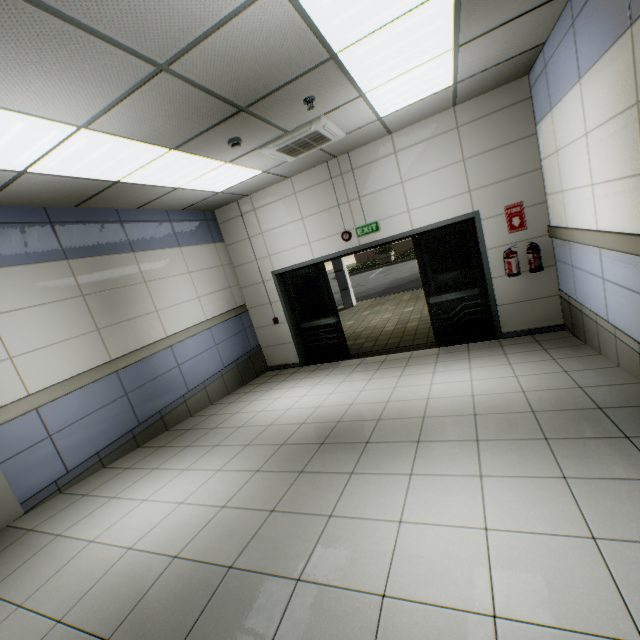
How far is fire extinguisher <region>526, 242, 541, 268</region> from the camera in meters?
5.0

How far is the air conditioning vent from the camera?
4.0 meters

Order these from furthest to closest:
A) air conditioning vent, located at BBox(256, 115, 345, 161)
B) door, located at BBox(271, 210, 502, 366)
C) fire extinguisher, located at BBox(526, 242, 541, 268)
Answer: door, located at BBox(271, 210, 502, 366)
fire extinguisher, located at BBox(526, 242, 541, 268)
air conditioning vent, located at BBox(256, 115, 345, 161)

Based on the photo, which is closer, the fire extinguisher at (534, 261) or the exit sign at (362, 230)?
the fire extinguisher at (534, 261)

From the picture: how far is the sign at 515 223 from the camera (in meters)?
5.07

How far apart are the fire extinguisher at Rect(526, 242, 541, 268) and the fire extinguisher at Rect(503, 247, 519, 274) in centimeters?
18cm

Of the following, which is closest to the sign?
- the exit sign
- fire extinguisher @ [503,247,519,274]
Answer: fire extinguisher @ [503,247,519,274]

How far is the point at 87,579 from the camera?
2.3m
